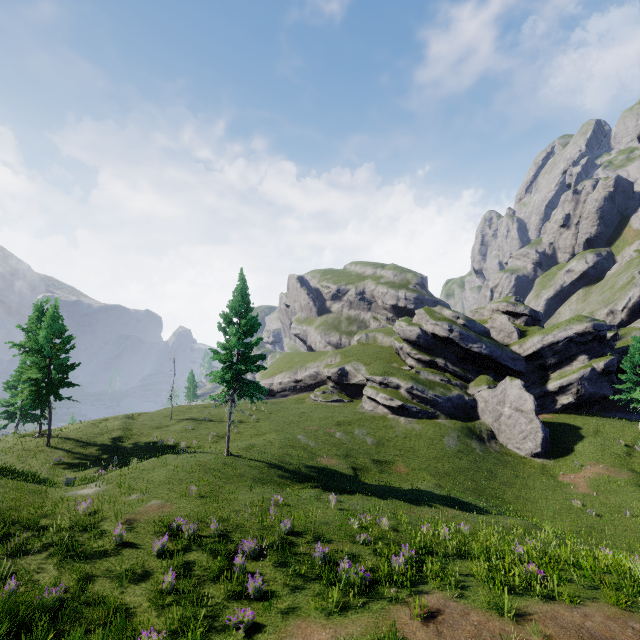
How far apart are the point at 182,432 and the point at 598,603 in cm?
3454
